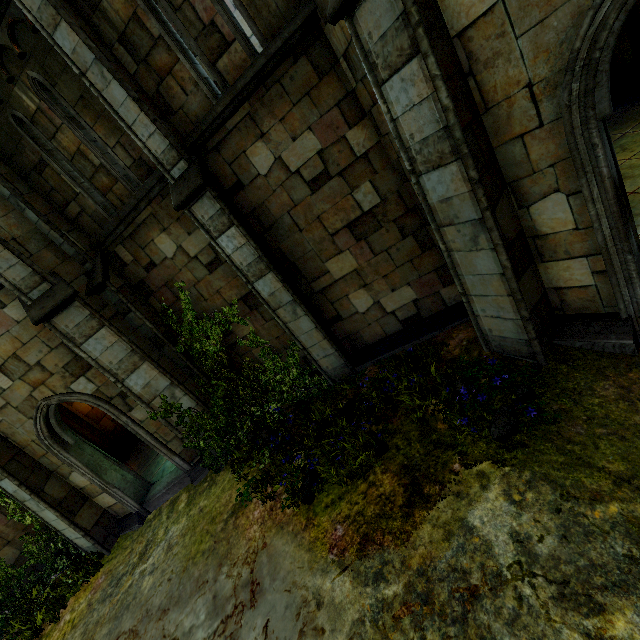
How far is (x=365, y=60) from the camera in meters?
3.9

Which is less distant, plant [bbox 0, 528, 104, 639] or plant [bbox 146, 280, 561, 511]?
plant [bbox 146, 280, 561, 511]

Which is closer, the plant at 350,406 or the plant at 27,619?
the plant at 350,406

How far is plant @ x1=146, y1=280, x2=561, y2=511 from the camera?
4.8 meters

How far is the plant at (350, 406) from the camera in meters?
4.8
